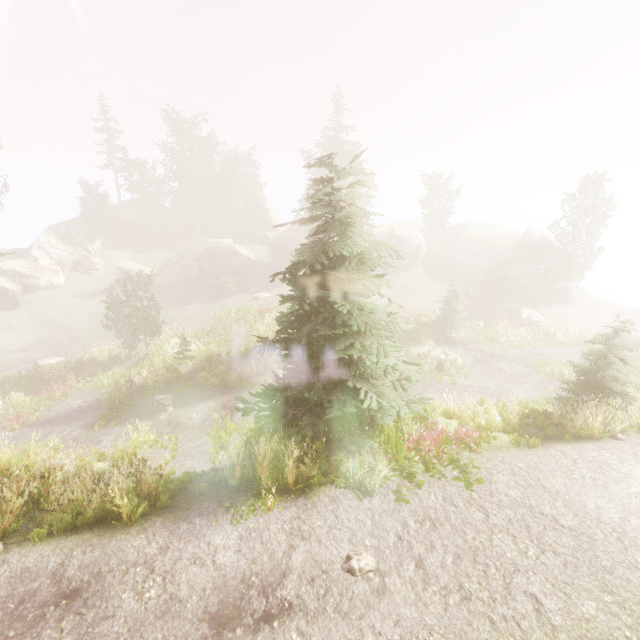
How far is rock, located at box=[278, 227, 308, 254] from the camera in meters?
52.3 m

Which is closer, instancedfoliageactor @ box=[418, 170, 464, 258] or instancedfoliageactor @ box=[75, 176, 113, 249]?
instancedfoliageactor @ box=[75, 176, 113, 249]

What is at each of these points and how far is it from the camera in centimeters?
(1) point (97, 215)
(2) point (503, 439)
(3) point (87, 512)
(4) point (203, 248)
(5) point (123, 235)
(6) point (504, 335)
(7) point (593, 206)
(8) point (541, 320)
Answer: (1) instancedfoliageactor, 4478cm
(2) rock, 955cm
(3) instancedfoliageactor, 745cm
(4) rock, 4431cm
(5) rock, 4912cm
(6) instancedfoliageactor, 2698cm
(7) instancedfoliageactor, 3609cm
(8) rock, 3070cm

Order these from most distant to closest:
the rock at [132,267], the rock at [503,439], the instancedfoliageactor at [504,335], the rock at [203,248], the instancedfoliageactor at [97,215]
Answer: the instancedfoliageactor at [97,215] < the rock at [132,267] < the rock at [203,248] < the rock at [503,439] < the instancedfoliageactor at [504,335]

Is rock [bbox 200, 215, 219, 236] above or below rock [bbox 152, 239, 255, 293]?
above

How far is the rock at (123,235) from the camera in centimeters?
4844cm

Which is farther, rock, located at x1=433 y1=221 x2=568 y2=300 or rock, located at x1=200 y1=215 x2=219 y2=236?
rock, located at x1=200 y1=215 x2=219 y2=236

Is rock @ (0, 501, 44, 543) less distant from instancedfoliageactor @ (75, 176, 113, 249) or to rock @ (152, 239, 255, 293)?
instancedfoliageactor @ (75, 176, 113, 249)
